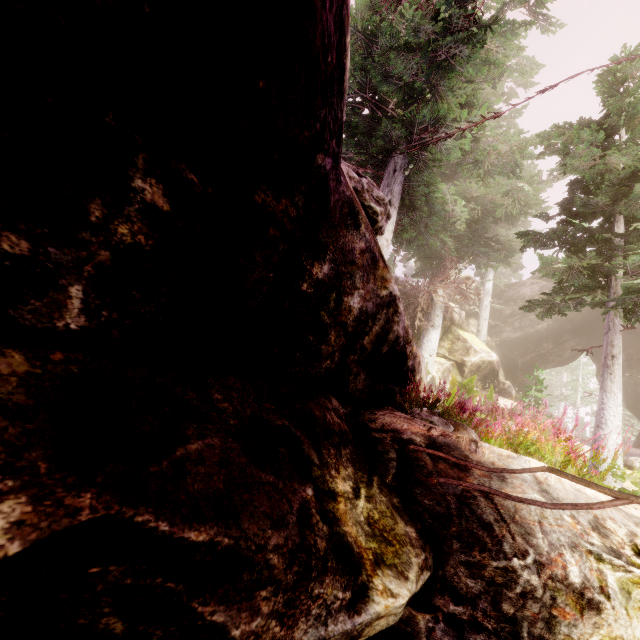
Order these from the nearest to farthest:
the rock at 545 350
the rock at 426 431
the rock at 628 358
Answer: the rock at 426 431, the rock at 545 350, the rock at 628 358

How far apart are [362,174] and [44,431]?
3.25m

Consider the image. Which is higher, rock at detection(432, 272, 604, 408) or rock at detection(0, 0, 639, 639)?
rock at detection(432, 272, 604, 408)

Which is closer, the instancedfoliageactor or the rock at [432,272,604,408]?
the instancedfoliageactor

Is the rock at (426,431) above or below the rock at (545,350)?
below

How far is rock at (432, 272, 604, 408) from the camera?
18.2m

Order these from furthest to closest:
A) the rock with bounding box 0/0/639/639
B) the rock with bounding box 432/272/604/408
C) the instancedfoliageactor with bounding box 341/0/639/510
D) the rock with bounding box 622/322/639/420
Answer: the rock with bounding box 622/322/639/420 < the rock with bounding box 432/272/604/408 < the instancedfoliageactor with bounding box 341/0/639/510 < the rock with bounding box 0/0/639/639
